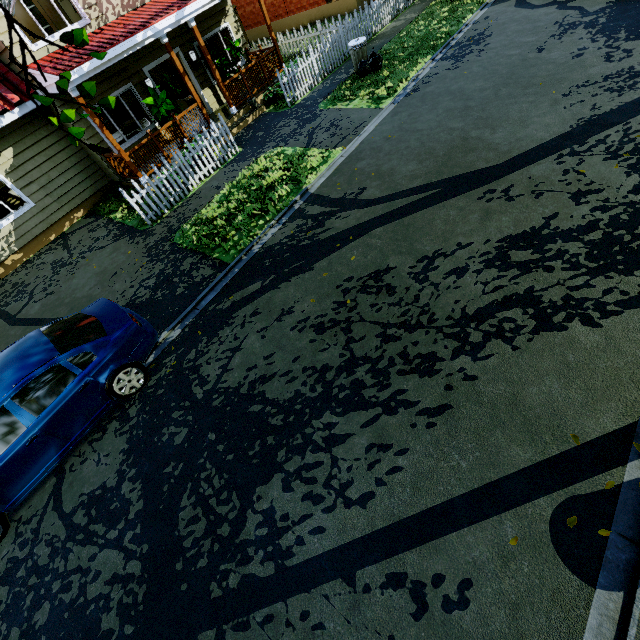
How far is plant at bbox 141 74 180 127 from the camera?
10.23m

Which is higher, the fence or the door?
the door

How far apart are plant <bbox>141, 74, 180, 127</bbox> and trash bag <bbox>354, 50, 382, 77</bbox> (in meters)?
6.01

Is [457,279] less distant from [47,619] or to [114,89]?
[47,619]

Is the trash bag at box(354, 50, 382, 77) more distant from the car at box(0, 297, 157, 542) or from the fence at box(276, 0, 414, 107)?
the car at box(0, 297, 157, 542)

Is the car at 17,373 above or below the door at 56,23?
below

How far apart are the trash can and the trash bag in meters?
0.0

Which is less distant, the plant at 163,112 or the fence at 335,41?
the plant at 163,112
